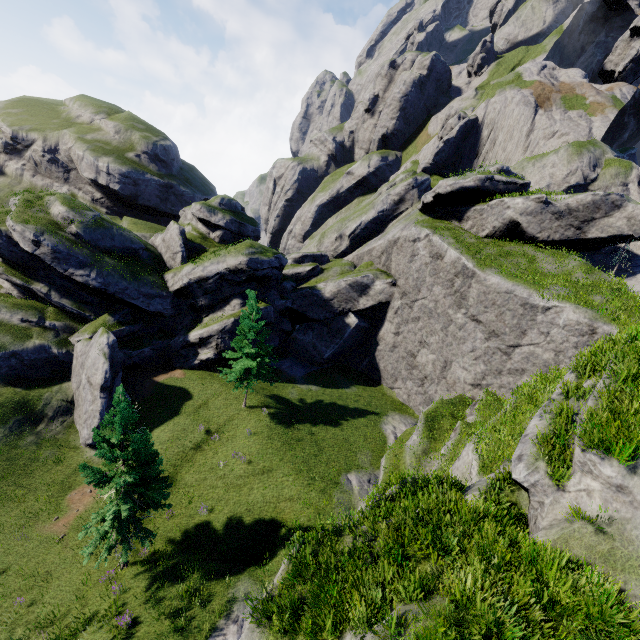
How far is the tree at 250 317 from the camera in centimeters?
2578cm

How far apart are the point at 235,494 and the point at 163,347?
18.91m

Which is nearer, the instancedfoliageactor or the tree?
the instancedfoliageactor

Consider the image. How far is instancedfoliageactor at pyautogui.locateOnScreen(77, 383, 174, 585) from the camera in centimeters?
1423cm

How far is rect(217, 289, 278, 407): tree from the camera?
25.78m

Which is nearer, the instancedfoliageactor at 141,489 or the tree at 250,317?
the instancedfoliageactor at 141,489
